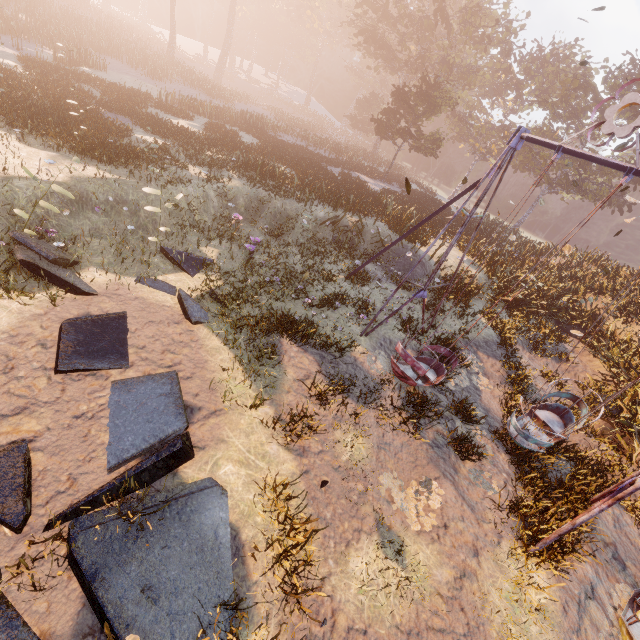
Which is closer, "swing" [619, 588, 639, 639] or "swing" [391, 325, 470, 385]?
"swing" [619, 588, 639, 639]

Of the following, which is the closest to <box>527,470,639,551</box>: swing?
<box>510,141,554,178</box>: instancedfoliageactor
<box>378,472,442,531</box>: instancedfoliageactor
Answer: <box>378,472,442,531</box>: instancedfoliageactor

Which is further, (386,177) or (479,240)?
(386,177)

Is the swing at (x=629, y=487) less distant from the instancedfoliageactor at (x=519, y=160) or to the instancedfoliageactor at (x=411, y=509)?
the instancedfoliageactor at (x=411, y=509)

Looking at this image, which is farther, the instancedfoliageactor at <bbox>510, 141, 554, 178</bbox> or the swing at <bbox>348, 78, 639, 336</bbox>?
the instancedfoliageactor at <bbox>510, 141, 554, 178</bbox>

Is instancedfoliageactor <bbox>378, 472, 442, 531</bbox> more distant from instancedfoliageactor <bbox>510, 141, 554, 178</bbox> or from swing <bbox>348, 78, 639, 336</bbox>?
instancedfoliageactor <bbox>510, 141, 554, 178</bbox>

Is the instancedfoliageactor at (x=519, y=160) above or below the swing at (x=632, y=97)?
above
